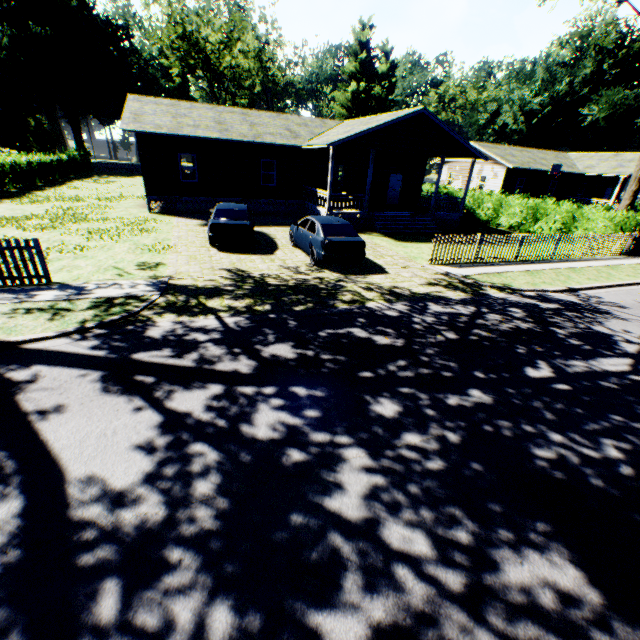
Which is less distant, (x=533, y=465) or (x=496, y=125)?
(x=533, y=465)

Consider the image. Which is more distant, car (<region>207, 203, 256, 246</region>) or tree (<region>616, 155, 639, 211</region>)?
tree (<region>616, 155, 639, 211</region>)

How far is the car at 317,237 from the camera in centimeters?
1163cm

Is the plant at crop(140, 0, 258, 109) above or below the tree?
above

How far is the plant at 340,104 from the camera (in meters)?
51.88

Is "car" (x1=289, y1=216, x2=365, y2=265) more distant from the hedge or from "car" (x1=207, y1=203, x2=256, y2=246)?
the hedge

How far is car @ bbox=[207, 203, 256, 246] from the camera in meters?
13.1 m

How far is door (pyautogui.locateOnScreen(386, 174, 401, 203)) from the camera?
24.9 meters
